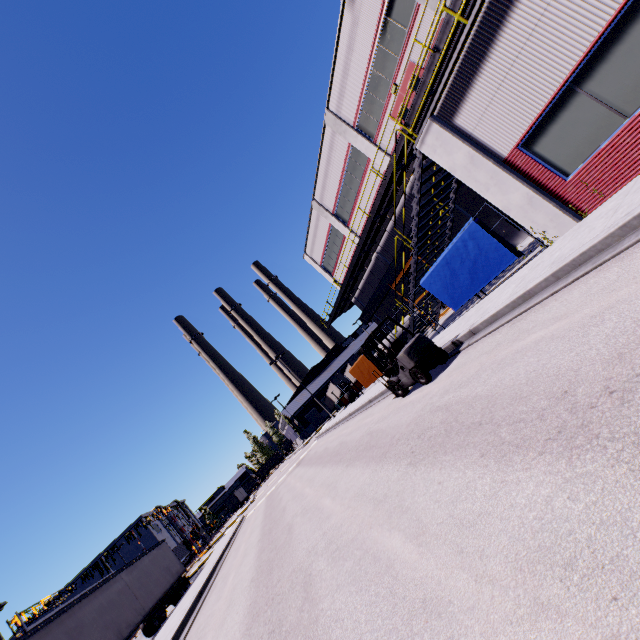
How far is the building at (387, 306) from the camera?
29.8m

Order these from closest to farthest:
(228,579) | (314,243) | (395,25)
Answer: (228,579) → (395,25) → (314,243)

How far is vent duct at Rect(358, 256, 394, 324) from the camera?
25.55m

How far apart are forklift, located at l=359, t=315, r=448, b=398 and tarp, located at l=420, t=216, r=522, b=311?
3.28m

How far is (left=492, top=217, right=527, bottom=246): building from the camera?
17.8 meters

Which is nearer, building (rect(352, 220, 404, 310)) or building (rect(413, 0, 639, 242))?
building (rect(413, 0, 639, 242))

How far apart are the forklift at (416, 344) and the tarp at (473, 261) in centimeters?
328cm

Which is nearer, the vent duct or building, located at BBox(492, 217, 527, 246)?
building, located at BBox(492, 217, 527, 246)
